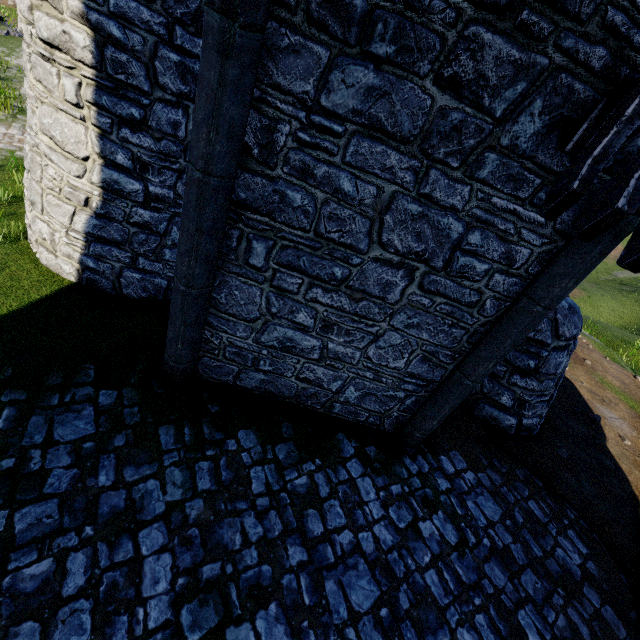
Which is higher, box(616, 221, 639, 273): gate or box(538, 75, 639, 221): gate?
box(538, 75, 639, 221): gate

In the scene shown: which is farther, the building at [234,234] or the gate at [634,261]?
the building at [234,234]

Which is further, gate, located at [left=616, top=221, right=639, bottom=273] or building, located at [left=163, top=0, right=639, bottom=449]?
building, located at [left=163, top=0, right=639, bottom=449]

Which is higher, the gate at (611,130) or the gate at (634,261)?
the gate at (611,130)

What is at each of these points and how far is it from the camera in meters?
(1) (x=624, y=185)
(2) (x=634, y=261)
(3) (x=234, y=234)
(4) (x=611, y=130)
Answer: (1) gate, 2.2 m
(2) gate, 2.0 m
(3) building, 3.6 m
(4) gate, 2.4 m
